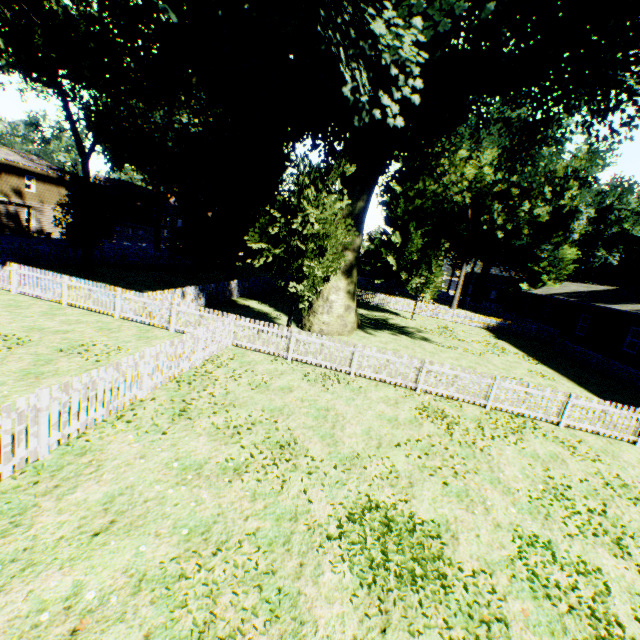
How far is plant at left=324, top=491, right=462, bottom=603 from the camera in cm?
459

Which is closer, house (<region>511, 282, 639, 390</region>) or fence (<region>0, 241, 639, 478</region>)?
fence (<region>0, 241, 639, 478</region>)

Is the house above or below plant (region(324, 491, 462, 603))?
above

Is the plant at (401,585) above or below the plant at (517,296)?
below

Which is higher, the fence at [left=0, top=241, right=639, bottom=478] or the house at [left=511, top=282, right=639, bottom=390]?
the house at [left=511, top=282, right=639, bottom=390]

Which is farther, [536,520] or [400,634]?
[536,520]

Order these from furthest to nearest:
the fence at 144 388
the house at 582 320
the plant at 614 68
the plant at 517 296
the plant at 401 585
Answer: the plant at 517 296
the house at 582 320
the plant at 614 68
the fence at 144 388
the plant at 401 585
